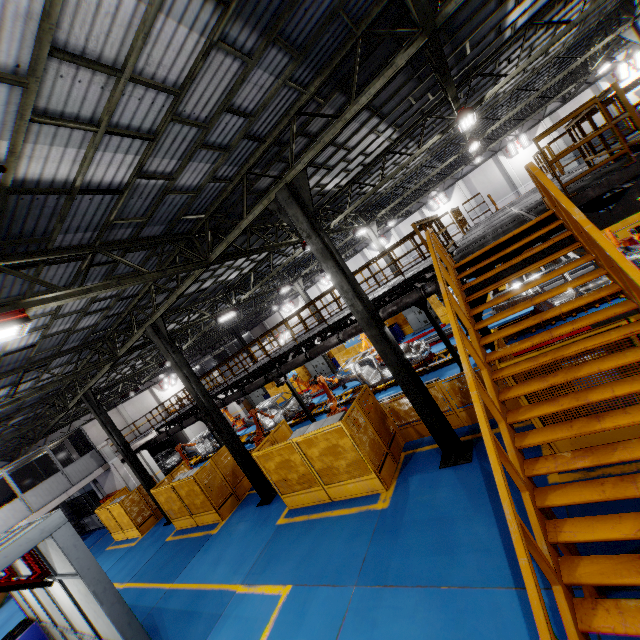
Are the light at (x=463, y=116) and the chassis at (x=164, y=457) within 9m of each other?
no

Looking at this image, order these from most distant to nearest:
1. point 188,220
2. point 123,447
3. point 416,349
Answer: point 123,447 < point 416,349 < point 188,220

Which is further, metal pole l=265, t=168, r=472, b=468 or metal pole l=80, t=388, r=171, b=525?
metal pole l=80, t=388, r=171, b=525

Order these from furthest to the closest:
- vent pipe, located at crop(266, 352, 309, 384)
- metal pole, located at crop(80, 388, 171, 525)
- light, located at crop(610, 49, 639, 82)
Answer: light, located at crop(610, 49, 639, 82) → metal pole, located at crop(80, 388, 171, 525) → vent pipe, located at crop(266, 352, 309, 384)

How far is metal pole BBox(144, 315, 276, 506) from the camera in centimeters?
1195cm

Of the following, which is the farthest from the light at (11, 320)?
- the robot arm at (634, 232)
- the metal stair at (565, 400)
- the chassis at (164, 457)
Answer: the chassis at (164, 457)

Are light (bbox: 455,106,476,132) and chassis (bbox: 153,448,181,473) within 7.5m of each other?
no

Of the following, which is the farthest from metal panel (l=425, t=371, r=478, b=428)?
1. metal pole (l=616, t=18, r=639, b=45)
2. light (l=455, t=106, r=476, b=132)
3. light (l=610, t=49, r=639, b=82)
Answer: light (l=610, t=49, r=639, b=82)
